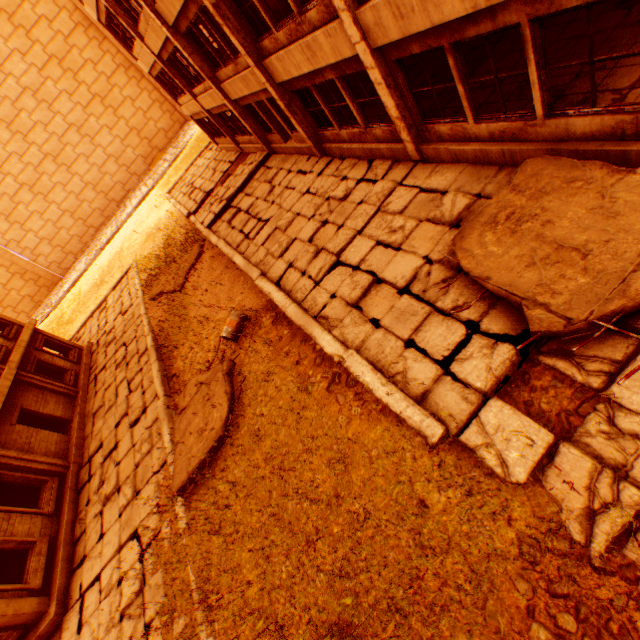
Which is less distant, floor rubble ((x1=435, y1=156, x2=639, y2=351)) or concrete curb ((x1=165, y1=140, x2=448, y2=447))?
floor rubble ((x1=435, y1=156, x2=639, y2=351))

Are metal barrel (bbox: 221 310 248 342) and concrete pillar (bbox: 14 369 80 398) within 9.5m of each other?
no

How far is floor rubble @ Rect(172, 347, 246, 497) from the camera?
7.57m

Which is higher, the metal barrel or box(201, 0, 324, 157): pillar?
box(201, 0, 324, 157): pillar

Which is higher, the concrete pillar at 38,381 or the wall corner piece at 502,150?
the concrete pillar at 38,381

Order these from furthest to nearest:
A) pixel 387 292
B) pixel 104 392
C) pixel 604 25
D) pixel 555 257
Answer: pixel 104 392
pixel 387 292
pixel 604 25
pixel 555 257

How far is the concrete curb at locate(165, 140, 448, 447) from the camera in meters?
4.8 m

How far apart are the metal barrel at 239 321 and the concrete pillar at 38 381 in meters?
11.9
